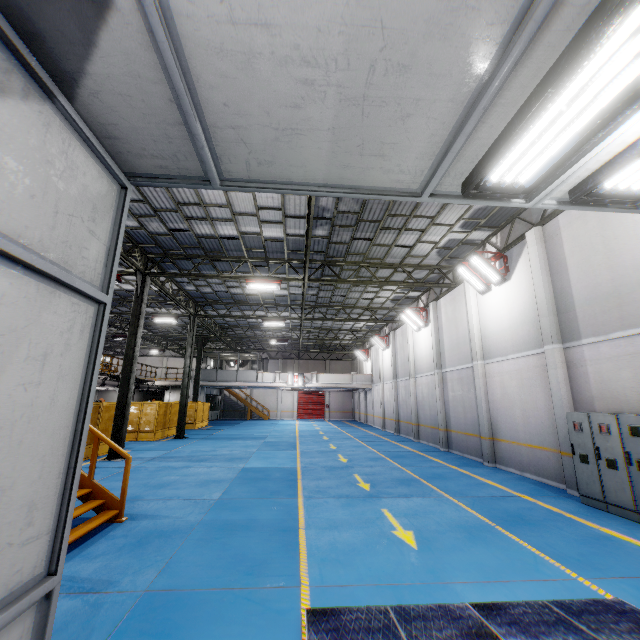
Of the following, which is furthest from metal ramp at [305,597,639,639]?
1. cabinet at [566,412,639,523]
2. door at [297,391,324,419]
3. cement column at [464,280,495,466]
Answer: door at [297,391,324,419]

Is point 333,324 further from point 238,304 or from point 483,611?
point 483,611

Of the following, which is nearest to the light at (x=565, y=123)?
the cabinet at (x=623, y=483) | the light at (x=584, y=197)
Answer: the light at (x=584, y=197)

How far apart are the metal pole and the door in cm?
3073

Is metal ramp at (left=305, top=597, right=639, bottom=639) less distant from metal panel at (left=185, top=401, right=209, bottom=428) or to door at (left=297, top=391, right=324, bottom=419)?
metal panel at (left=185, top=401, right=209, bottom=428)

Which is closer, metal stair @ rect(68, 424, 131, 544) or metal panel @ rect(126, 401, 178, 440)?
metal stair @ rect(68, 424, 131, 544)

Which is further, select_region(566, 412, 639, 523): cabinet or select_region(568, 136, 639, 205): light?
select_region(566, 412, 639, 523): cabinet

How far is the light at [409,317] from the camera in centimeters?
1945cm
